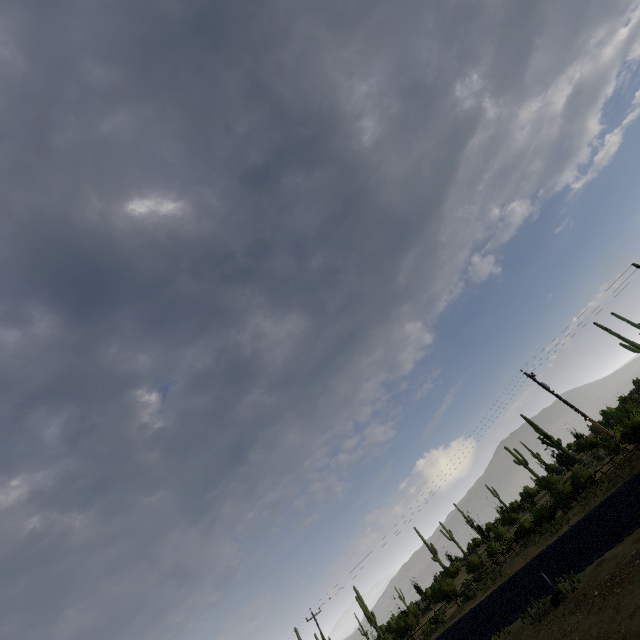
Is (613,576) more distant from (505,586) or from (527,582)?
(505,586)
